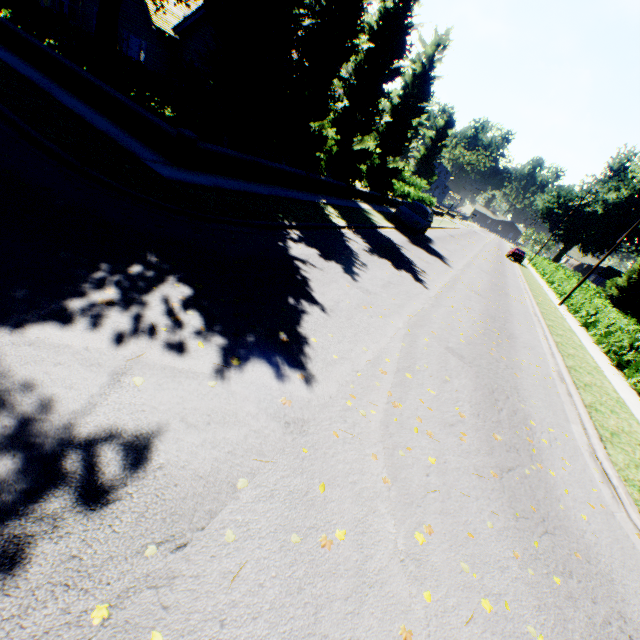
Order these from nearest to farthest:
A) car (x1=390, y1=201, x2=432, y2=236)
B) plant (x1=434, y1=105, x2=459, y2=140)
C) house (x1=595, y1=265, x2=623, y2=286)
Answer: car (x1=390, y1=201, x2=432, y2=236) → house (x1=595, y1=265, x2=623, y2=286) → plant (x1=434, y1=105, x2=459, y2=140)

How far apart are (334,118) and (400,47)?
4.4 meters

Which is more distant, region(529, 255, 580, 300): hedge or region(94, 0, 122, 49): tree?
region(529, 255, 580, 300): hedge

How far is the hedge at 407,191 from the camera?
29.1 meters

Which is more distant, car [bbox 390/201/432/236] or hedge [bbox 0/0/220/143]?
car [bbox 390/201/432/236]

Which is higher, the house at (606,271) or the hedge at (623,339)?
the house at (606,271)

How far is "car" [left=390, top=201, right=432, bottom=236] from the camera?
19.0 meters
